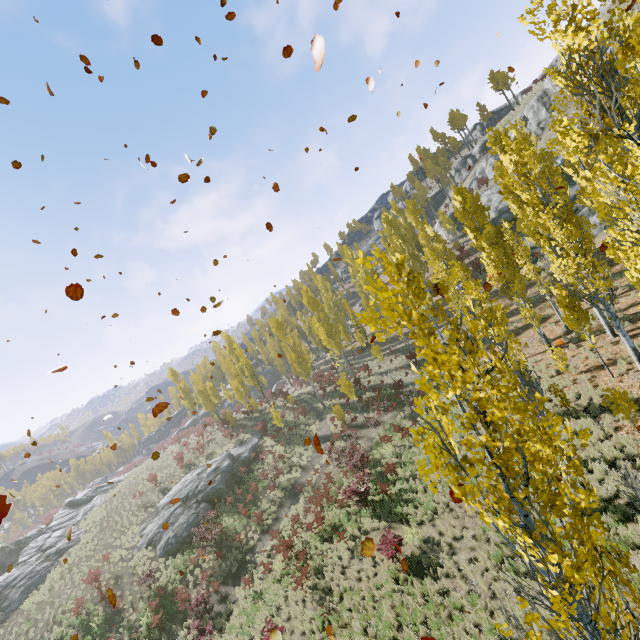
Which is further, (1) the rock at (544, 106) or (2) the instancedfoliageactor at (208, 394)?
(1) the rock at (544, 106)

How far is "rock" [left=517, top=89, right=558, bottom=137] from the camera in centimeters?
Result: 4934cm

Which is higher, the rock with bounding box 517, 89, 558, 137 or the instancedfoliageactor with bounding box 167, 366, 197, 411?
the rock with bounding box 517, 89, 558, 137

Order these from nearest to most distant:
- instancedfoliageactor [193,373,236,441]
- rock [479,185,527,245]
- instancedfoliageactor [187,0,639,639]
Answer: instancedfoliageactor [187,0,639,639]
rock [479,185,527,245]
instancedfoliageactor [193,373,236,441]

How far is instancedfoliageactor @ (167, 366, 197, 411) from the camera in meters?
49.1

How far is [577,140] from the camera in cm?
637

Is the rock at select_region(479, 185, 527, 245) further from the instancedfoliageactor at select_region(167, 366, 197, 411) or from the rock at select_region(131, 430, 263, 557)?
the rock at select_region(131, 430, 263, 557)

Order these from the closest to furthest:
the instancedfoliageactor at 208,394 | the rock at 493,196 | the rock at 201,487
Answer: the rock at 201,487
the rock at 493,196
the instancedfoliageactor at 208,394
